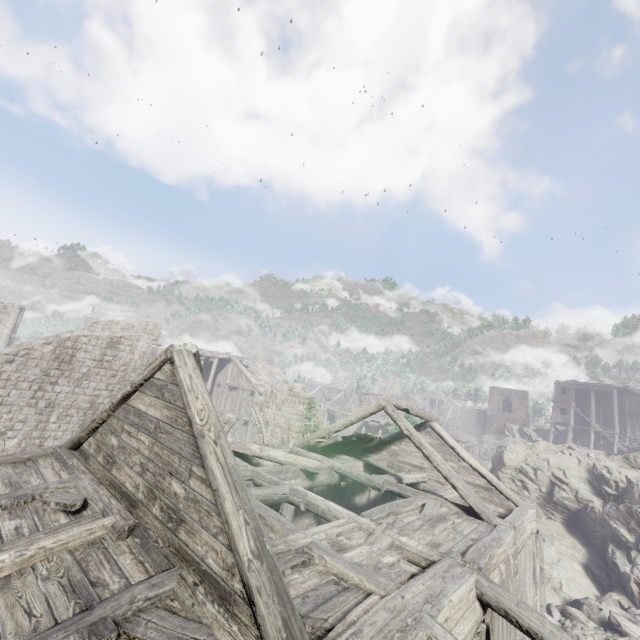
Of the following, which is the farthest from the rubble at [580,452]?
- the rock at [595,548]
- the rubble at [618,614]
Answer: the rubble at [618,614]

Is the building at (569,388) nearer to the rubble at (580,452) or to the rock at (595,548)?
the rock at (595,548)

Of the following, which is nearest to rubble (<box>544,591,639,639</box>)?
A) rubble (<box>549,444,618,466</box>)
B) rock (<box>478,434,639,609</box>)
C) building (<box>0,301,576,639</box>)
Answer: rock (<box>478,434,639,609</box>)

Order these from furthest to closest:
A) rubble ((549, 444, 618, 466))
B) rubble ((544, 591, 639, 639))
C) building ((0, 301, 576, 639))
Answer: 1. rubble ((549, 444, 618, 466))
2. rubble ((544, 591, 639, 639))
3. building ((0, 301, 576, 639))

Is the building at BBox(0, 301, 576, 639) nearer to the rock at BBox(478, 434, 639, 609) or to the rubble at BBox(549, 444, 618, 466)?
the rock at BBox(478, 434, 639, 609)

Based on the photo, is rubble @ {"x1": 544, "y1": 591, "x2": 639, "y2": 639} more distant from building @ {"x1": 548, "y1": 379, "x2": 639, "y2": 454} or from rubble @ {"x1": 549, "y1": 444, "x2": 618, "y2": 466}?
rubble @ {"x1": 549, "y1": 444, "x2": 618, "y2": 466}

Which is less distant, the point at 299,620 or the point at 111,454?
the point at 299,620
